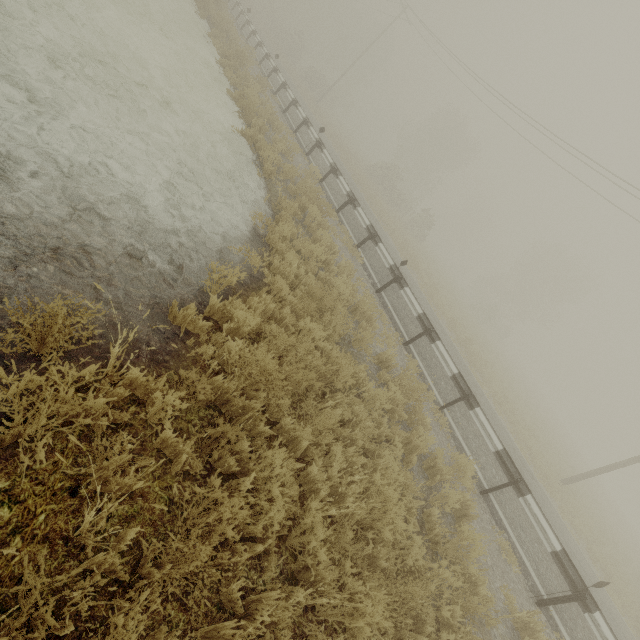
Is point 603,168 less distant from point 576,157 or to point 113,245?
point 576,157
